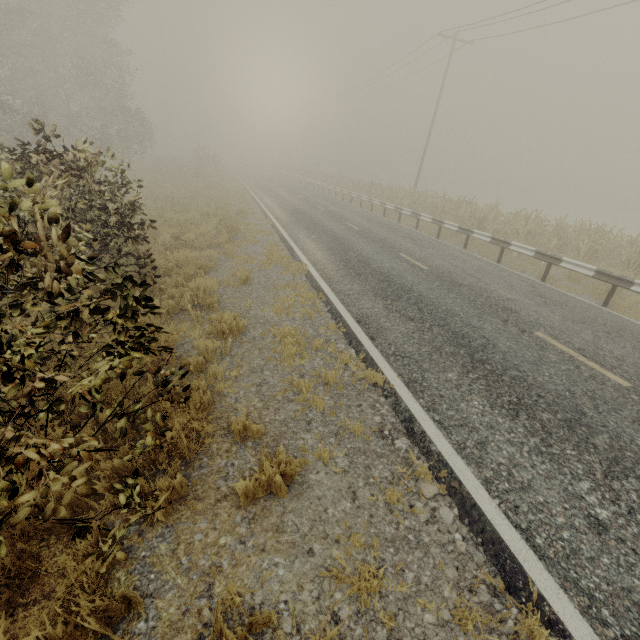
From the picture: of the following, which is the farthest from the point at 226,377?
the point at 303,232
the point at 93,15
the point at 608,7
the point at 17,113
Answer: the point at 93,15

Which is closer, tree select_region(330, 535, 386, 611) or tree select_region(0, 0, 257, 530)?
tree select_region(0, 0, 257, 530)

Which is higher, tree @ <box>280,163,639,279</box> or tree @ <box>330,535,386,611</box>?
tree @ <box>280,163,639,279</box>

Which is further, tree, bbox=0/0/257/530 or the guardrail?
the guardrail

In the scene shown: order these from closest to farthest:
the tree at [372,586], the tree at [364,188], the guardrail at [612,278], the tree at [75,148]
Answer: the tree at [75,148]
the tree at [372,586]
the guardrail at [612,278]
the tree at [364,188]

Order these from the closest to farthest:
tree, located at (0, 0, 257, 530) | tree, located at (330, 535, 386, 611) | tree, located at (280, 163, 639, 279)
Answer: tree, located at (0, 0, 257, 530) < tree, located at (330, 535, 386, 611) < tree, located at (280, 163, 639, 279)

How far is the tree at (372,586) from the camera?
2.48m

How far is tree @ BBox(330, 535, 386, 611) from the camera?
2.5m
